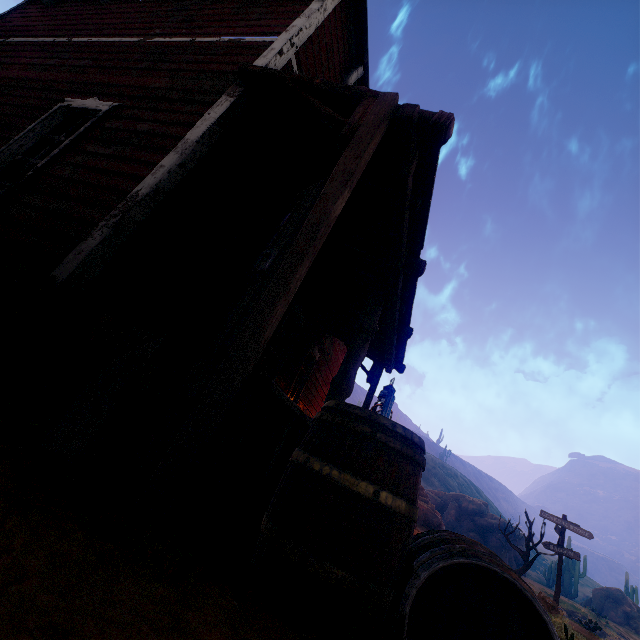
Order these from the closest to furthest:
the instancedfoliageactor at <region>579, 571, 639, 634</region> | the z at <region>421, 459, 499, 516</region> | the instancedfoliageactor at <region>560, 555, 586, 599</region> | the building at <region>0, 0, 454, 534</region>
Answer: the building at <region>0, 0, 454, 534</region> → the instancedfoliageactor at <region>579, 571, 639, 634</region> → the instancedfoliageactor at <region>560, 555, 586, 599</region> → the z at <region>421, 459, 499, 516</region>

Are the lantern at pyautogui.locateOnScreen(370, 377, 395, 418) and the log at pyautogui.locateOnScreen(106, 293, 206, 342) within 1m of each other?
no

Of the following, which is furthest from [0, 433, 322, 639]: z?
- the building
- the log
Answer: the log

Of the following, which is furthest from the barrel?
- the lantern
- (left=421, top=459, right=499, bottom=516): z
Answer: (left=421, top=459, right=499, bottom=516): z

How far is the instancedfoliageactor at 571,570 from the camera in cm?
3619

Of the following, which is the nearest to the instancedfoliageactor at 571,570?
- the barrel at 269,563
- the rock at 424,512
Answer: the rock at 424,512

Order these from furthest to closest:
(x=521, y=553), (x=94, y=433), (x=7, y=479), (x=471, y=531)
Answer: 1. (x=471, y=531)
2. (x=521, y=553)
3. (x=94, y=433)
4. (x=7, y=479)

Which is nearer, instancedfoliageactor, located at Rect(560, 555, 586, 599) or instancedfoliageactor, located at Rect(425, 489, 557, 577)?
instancedfoliageactor, located at Rect(425, 489, 557, 577)
